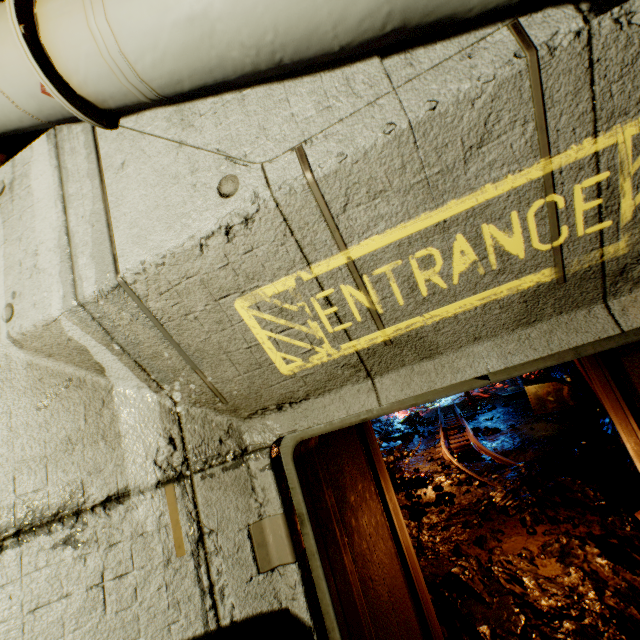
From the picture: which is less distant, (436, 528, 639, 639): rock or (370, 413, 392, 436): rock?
(436, 528, 639, 639): rock

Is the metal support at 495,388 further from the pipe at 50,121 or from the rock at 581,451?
the pipe at 50,121

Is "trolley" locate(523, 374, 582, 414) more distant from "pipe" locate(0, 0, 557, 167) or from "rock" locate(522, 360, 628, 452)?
"pipe" locate(0, 0, 557, 167)

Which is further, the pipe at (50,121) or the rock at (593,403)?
the rock at (593,403)

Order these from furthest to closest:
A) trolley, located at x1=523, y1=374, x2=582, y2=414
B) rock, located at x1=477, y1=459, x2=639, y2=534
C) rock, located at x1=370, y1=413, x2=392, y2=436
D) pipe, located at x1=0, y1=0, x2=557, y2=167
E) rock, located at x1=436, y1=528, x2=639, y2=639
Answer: rock, located at x1=370, y1=413, x2=392, y2=436 < trolley, located at x1=523, y1=374, x2=582, y2=414 < rock, located at x1=477, y1=459, x2=639, y2=534 < rock, located at x1=436, y1=528, x2=639, y2=639 < pipe, located at x1=0, y1=0, x2=557, y2=167

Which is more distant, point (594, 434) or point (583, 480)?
point (594, 434)

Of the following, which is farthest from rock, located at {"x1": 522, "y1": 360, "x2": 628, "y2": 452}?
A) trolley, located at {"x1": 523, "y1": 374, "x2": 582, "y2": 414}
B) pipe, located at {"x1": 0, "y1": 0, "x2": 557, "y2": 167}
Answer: pipe, located at {"x1": 0, "y1": 0, "x2": 557, "y2": 167}
